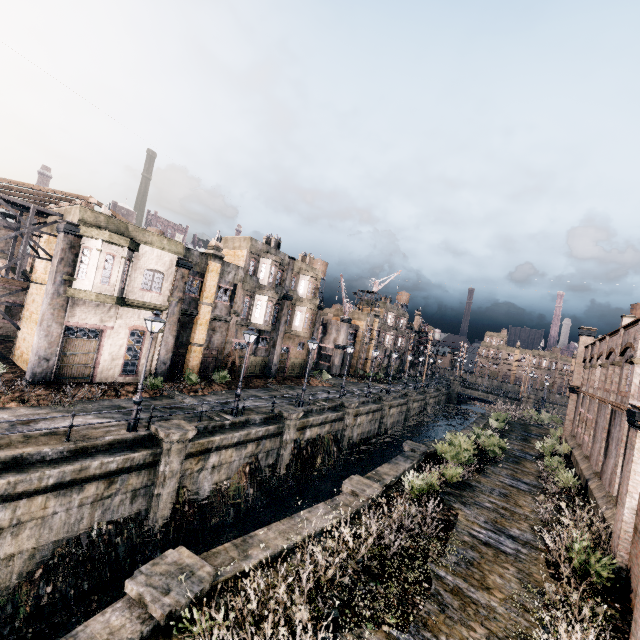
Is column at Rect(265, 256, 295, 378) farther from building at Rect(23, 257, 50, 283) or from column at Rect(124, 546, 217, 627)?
column at Rect(124, 546, 217, 627)

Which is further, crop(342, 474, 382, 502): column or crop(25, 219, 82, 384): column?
crop(25, 219, 82, 384): column

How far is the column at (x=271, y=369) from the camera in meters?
35.6 m

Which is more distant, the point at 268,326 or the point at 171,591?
the point at 268,326

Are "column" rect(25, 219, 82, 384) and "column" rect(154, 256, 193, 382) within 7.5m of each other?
yes

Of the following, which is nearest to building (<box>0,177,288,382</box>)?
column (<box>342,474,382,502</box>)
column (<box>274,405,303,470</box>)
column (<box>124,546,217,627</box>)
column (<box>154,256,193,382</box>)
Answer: column (<box>154,256,193,382</box>)

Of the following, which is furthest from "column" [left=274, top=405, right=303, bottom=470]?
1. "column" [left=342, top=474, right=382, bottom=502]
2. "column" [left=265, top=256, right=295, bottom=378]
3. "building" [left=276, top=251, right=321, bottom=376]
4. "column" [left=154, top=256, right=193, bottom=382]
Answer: "building" [left=276, top=251, right=321, bottom=376]

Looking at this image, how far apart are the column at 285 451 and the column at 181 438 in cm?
722
